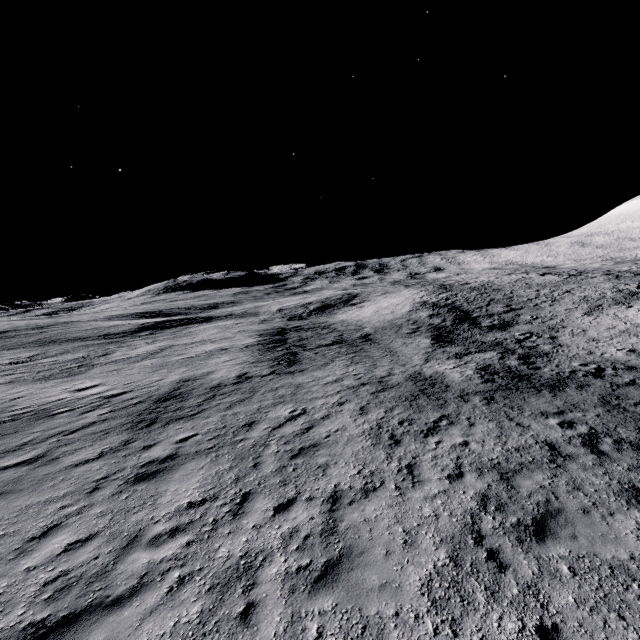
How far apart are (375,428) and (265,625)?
6.52m
